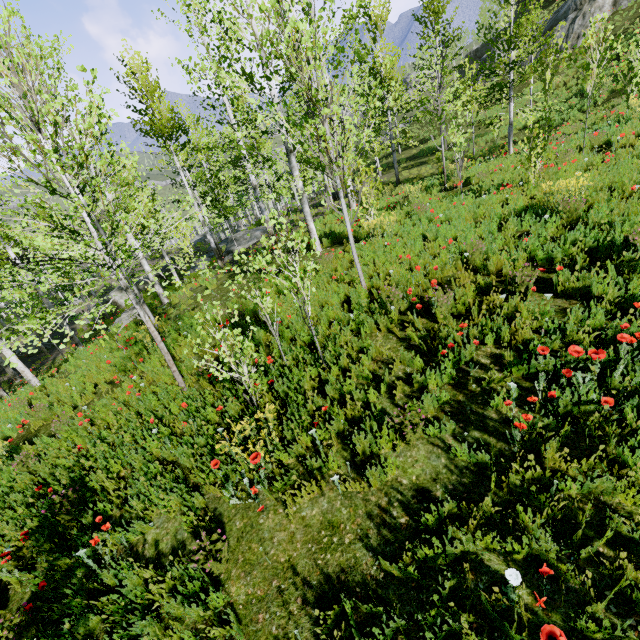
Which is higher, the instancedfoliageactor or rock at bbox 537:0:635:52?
rock at bbox 537:0:635:52

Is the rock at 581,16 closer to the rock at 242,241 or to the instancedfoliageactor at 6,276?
the rock at 242,241

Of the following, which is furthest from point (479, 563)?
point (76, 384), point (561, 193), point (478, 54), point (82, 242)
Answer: point (478, 54)

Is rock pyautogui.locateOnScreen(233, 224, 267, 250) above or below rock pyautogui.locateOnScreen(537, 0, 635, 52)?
below

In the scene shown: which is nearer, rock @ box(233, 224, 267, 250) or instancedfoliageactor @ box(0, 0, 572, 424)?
instancedfoliageactor @ box(0, 0, 572, 424)

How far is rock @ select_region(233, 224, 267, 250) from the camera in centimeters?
2308cm

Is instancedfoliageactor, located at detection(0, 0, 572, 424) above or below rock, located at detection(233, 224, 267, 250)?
above
